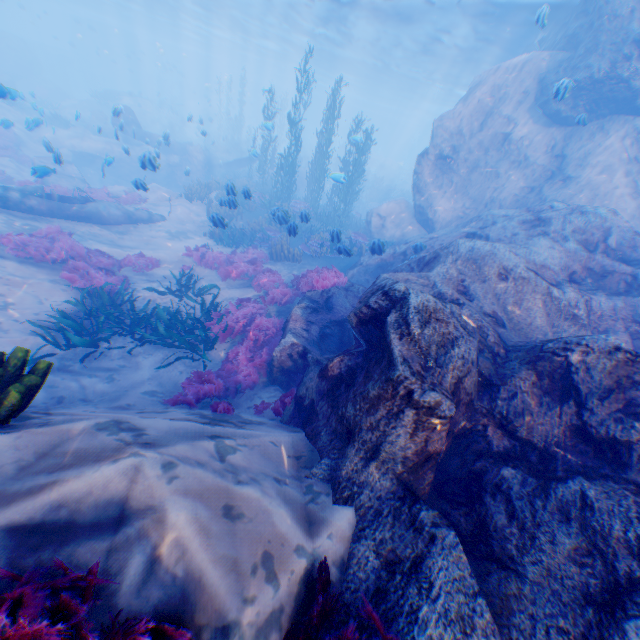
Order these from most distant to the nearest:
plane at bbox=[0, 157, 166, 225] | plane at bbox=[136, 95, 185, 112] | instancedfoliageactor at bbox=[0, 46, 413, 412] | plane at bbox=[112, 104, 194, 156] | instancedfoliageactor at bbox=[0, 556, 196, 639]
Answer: plane at bbox=[136, 95, 185, 112] → plane at bbox=[112, 104, 194, 156] → plane at bbox=[0, 157, 166, 225] → instancedfoliageactor at bbox=[0, 46, 413, 412] → instancedfoliageactor at bbox=[0, 556, 196, 639]

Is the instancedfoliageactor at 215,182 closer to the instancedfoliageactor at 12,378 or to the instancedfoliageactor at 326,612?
the instancedfoliageactor at 12,378

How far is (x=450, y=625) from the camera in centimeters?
233cm

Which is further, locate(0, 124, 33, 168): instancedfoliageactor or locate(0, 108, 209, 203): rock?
locate(0, 124, 33, 168): instancedfoliageactor

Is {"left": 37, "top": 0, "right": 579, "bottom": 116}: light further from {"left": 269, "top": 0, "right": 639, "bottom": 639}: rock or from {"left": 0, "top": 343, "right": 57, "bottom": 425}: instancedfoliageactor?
{"left": 0, "top": 343, "right": 57, "bottom": 425}: instancedfoliageactor

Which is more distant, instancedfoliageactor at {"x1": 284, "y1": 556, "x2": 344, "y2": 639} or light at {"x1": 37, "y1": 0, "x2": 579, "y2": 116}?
light at {"x1": 37, "y1": 0, "x2": 579, "y2": 116}

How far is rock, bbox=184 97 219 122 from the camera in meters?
45.6 m

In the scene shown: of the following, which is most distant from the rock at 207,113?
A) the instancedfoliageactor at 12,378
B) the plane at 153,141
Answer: the instancedfoliageactor at 12,378
